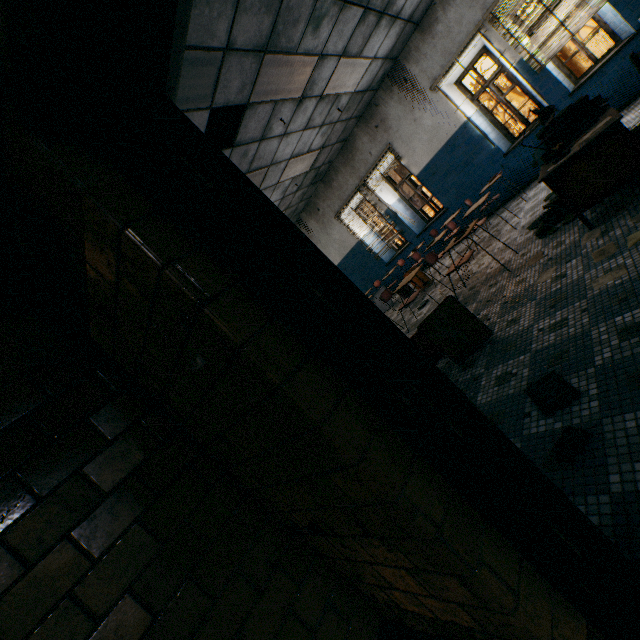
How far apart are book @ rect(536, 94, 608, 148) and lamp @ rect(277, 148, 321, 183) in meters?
4.4

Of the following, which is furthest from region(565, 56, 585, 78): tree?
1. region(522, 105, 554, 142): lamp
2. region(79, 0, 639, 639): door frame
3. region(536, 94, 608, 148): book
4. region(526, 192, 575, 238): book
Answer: region(79, 0, 639, 639): door frame

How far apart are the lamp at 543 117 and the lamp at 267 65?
3.0 meters

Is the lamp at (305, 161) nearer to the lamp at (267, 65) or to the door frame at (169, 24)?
the lamp at (267, 65)

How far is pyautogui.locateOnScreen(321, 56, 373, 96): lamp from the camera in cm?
547

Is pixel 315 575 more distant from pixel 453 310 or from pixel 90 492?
pixel 453 310

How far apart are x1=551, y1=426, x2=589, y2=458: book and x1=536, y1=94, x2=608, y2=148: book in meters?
3.3 m

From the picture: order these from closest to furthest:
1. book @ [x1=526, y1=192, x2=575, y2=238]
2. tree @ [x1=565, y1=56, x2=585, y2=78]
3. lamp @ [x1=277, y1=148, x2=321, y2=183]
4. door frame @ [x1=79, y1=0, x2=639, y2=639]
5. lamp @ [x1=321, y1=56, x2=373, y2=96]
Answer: door frame @ [x1=79, y1=0, x2=639, y2=639]
book @ [x1=526, y1=192, x2=575, y2=238]
lamp @ [x1=321, y1=56, x2=373, y2=96]
lamp @ [x1=277, y1=148, x2=321, y2=183]
tree @ [x1=565, y1=56, x2=585, y2=78]
